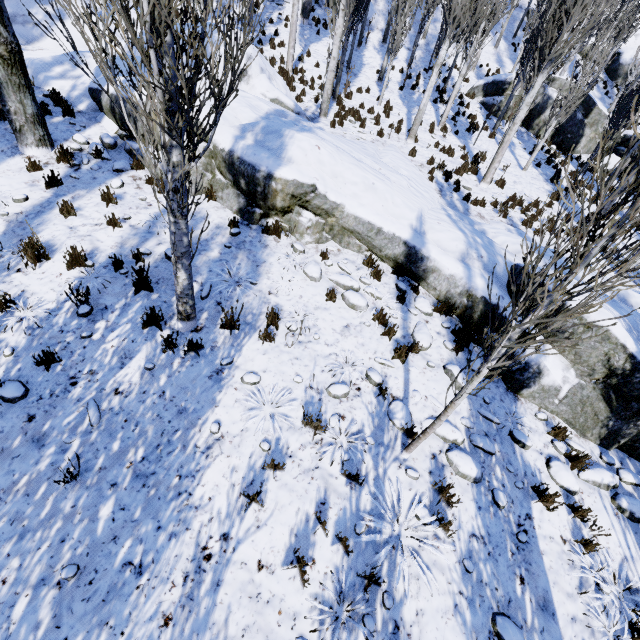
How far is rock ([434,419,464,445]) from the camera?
5.1m

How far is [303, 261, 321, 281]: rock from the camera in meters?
6.8 m

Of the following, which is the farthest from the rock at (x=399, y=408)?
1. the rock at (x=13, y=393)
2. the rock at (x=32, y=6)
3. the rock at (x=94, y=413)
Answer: the rock at (x=32, y=6)

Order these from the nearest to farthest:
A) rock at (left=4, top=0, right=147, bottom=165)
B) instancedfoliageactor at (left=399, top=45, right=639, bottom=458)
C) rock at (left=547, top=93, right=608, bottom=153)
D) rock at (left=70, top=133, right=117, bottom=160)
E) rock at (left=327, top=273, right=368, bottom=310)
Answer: instancedfoliageactor at (left=399, top=45, right=639, bottom=458), rock at (left=327, top=273, right=368, bottom=310), rock at (left=70, top=133, right=117, bottom=160), rock at (left=4, top=0, right=147, bottom=165), rock at (left=547, top=93, right=608, bottom=153)

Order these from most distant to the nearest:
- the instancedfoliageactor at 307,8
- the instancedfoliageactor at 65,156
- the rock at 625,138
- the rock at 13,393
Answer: the instancedfoliageactor at 307,8
the rock at 625,138
the instancedfoliageactor at 65,156
the rock at 13,393

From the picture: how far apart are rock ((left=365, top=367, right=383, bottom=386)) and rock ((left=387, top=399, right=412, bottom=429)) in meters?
0.3

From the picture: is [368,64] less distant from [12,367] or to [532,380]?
[532,380]

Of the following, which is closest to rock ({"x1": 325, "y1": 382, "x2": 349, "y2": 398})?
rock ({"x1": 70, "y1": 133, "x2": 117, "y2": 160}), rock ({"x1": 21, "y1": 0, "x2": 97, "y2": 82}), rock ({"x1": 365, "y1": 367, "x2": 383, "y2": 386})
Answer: rock ({"x1": 365, "y1": 367, "x2": 383, "y2": 386})
